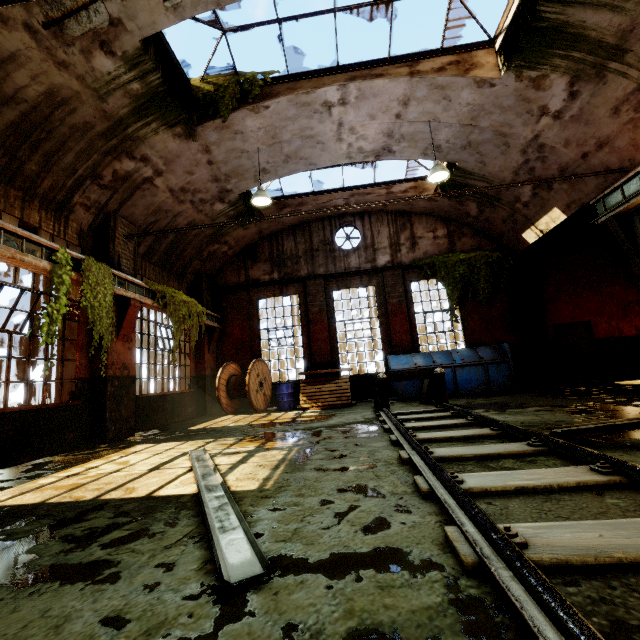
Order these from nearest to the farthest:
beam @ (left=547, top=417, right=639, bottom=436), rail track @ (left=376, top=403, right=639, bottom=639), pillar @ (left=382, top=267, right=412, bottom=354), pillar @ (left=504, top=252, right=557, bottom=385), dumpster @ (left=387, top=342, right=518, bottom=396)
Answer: rail track @ (left=376, top=403, right=639, bottom=639) < beam @ (left=547, top=417, right=639, bottom=436) < dumpster @ (left=387, top=342, right=518, bottom=396) < pillar @ (left=504, top=252, right=557, bottom=385) < pillar @ (left=382, top=267, right=412, bottom=354)

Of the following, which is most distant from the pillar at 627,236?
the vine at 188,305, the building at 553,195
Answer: the vine at 188,305

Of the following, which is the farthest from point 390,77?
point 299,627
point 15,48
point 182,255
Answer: point 299,627

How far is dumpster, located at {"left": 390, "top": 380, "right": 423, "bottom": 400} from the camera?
10.4m

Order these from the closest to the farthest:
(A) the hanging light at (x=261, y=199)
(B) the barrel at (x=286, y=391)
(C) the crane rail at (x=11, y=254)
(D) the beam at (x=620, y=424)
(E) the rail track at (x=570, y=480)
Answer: (E) the rail track at (x=570, y=480), (D) the beam at (x=620, y=424), (C) the crane rail at (x=11, y=254), (A) the hanging light at (x=261, y=199), (B) the barrel at (x=286, y=391)

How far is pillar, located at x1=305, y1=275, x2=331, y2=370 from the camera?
12.6 meters

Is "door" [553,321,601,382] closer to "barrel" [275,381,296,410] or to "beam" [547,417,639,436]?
"beam" [547,417,639,436]

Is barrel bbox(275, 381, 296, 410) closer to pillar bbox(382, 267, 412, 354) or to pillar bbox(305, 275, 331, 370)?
pillar bbox(305, 275, 331, 370)
